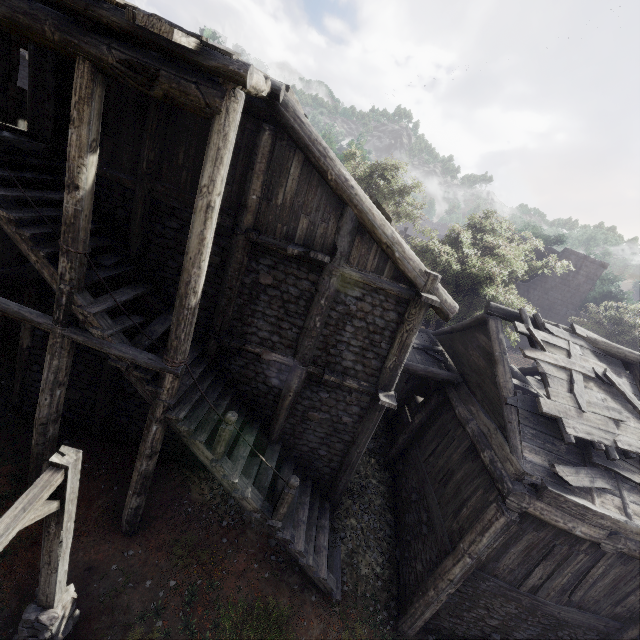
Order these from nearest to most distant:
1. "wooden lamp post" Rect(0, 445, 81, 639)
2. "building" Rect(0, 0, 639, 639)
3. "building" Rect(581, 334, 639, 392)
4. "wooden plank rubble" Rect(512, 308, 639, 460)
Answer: "wooden lamp post" Rect(0, 445, 81, 639) → "building" Rect(0, 0, 639, 639) → "wooden plank rubble" Rect(512, 308, 639, 460) → "building" Rect(581, 334, 639, 392)

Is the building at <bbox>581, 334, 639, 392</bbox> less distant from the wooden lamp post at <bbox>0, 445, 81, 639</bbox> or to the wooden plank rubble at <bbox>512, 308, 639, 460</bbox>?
the wooden plank rubble at <bbox>512, 308, 639, 460</bbox>

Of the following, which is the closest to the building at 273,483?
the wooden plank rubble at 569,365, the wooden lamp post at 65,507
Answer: the wooden plank rubble at 569,365

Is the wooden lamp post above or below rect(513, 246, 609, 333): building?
below

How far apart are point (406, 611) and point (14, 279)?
12.87m

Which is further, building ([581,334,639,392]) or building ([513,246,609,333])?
building ([513,246,609,333])

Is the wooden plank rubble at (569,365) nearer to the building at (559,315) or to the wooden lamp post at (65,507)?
the building at (559,315)

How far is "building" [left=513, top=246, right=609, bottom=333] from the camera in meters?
27.2
